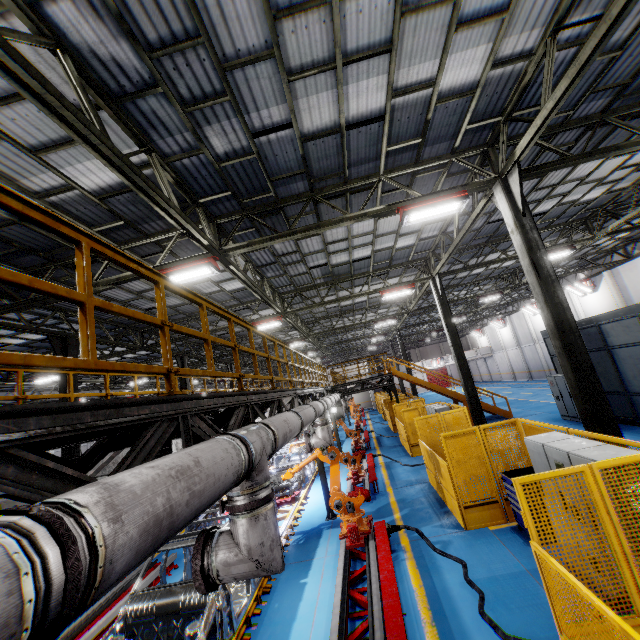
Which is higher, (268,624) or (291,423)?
(291,423)

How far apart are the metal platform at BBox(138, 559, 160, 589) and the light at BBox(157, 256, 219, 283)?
7.42m

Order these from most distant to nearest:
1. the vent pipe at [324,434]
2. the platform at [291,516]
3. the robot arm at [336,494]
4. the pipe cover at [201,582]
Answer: the vent pipe at [324,434] < the platform at [291,516] < the robot arm at [336,494] < the pipe cover at [201,582]

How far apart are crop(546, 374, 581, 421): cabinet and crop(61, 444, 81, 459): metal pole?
20.2m

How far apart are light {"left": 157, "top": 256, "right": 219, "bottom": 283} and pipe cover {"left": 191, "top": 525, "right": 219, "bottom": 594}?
6.2 meters

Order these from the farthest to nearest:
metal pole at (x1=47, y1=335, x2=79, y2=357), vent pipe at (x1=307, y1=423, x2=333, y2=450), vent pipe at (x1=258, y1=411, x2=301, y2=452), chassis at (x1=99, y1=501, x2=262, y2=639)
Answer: metal pole at (x1=47, y1=335, x2=79, y2=357), vent pipe at (x1=307, y1=423, x2=333, y2=450), chassis at (x1=99, y1=501, x2=262, y2=639), vent pipe at (x1=258, y1=411, x2=301, y2=452)

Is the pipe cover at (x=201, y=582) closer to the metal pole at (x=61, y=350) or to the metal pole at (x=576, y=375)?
the metal pole at (x=576, y=375)

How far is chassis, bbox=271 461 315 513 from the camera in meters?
11.8 m
